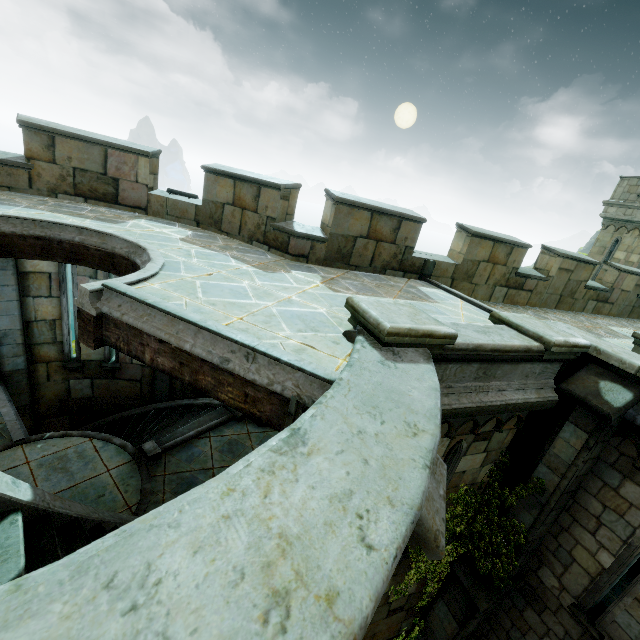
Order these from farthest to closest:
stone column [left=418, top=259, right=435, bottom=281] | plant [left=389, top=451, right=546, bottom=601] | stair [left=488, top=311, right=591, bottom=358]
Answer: stone column [left=418, top=259, right=435, bottom=281] → plant [left=389, top=451, right=546, bottom=601] → stair [left=488, top=311, right=591, bottom=358]

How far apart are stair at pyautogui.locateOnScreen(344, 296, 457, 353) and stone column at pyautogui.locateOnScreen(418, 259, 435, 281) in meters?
4.1 m

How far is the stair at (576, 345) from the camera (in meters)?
4.64

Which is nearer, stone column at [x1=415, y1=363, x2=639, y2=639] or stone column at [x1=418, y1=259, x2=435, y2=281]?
stone column at [x1=415, y1=363, x2=639, y2=639]

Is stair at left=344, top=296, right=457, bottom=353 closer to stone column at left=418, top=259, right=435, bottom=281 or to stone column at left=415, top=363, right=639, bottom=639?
stone column at left=415, top=363, right=639, bottom=639

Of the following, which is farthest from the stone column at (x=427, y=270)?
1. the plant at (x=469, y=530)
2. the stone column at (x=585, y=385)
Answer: the plant at (x=469, y=530)

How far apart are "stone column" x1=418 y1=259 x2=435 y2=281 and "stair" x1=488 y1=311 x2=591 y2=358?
2.7m

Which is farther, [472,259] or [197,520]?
[472,259]
